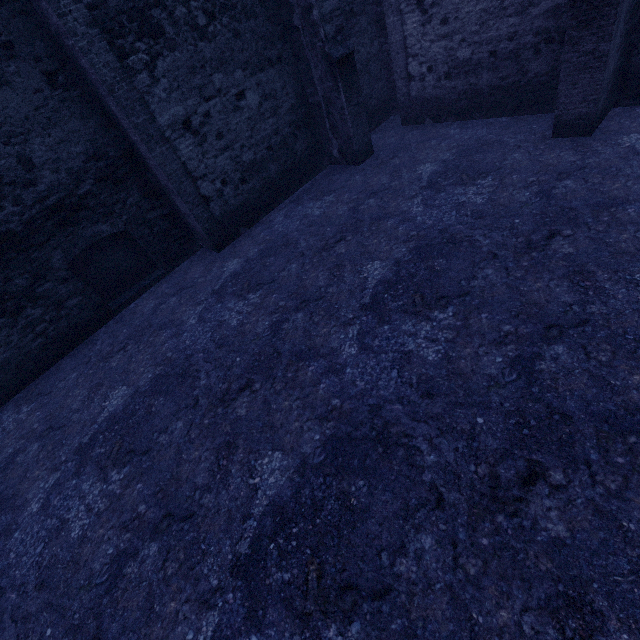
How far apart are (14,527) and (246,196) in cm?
697
